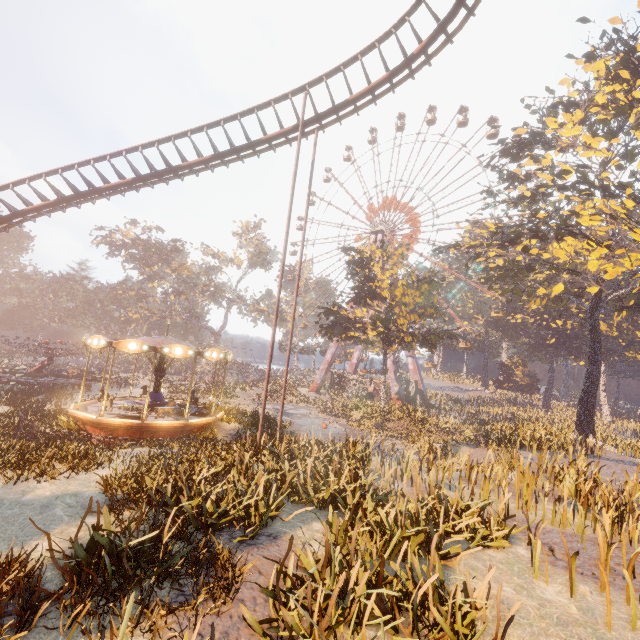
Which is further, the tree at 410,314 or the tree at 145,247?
the tree at 145,247

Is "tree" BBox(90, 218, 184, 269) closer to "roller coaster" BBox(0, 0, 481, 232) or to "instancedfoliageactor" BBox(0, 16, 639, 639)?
"roller coaster" BBox(0, 0, 481, 232)

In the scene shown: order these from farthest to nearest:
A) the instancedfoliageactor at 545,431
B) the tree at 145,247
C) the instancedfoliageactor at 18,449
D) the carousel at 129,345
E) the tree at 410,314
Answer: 1. the tree at 145,247
2. the tree at 410,314
3. the carousel at 129,345
4. the instancedfoliageactor at 18,449
5. the instancedfoliageactor at 545,431

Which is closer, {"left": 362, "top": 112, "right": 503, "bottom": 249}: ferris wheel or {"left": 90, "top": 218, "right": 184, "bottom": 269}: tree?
{"left": 362, "top": 112, "right": 503, "bottom": 249}: ferris wheel

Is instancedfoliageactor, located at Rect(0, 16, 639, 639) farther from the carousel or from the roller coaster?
the roller coaster

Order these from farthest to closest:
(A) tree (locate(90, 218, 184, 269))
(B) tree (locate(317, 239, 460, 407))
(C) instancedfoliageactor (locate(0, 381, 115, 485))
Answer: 1. (A) tree (locate(90, 218, 184, 269))
2. (B) tree (locate(317, 239, 460, 407))
3. (C) instancedfoliageactor (locate(0, 381, 115, 485))

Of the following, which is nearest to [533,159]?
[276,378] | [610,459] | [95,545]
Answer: [610,459]

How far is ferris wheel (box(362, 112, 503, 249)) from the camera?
46.6 meters
